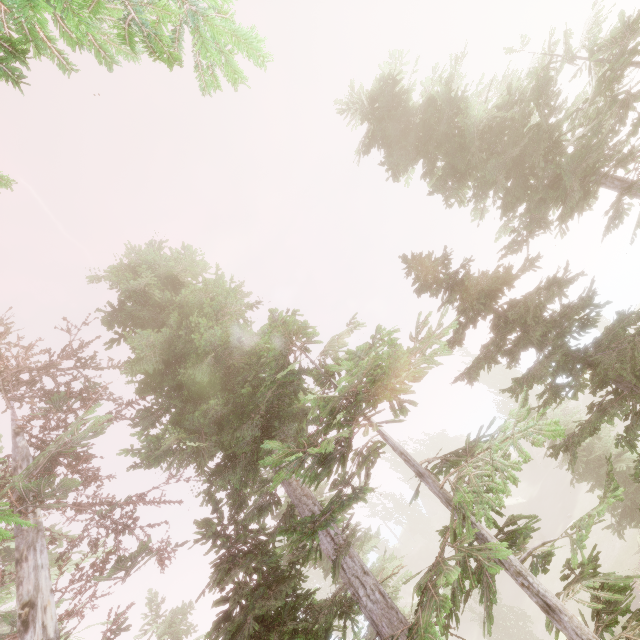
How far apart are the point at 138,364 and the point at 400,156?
12.3 meters

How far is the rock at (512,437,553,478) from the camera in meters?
49.5 m

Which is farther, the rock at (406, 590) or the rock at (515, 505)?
the rock at (406, 590)

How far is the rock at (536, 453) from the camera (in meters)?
49.55

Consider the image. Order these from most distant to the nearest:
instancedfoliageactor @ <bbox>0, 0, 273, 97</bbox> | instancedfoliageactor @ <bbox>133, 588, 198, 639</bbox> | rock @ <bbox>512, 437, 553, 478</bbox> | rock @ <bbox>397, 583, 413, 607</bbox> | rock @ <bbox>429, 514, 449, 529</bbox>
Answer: rock @ <bbox>429, 514, 449, 529</bbox> < rock @ <bbox>512, 437, 553, 478</bbox> < rock @ <bbox>397, 583, 413, 607</bbox> < instancedfoliageactor @ <bbox>133, 588, 198, 639</bbox> < instancedfoliageactor @ <bbox>0, 0, 273, 97</bbox>

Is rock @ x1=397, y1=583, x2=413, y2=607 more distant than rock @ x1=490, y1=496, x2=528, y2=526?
Yes
